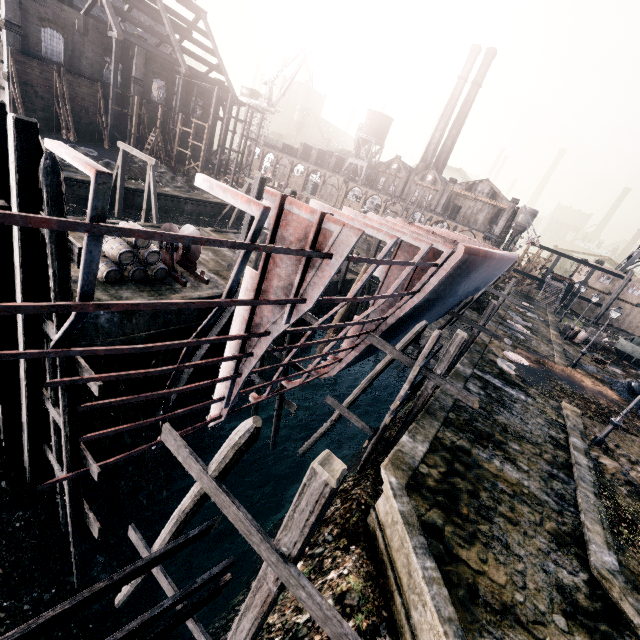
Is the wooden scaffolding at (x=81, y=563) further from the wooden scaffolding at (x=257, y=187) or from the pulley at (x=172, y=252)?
the wooden scaffolding at (x=257, y=187)

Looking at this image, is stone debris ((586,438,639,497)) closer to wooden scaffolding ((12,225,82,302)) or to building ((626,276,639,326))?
wooden scaffolding ((12,225,82,302))

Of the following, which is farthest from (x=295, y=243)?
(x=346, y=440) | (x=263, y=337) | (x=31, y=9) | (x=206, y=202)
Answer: (x=31, y=9)

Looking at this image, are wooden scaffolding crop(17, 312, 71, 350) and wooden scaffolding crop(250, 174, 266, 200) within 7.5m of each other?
no

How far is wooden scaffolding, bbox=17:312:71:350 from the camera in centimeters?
748cm

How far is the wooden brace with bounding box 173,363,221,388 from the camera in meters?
14.9 m

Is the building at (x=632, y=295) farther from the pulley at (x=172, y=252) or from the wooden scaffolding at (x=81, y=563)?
the pulley at (x=172, y=252)

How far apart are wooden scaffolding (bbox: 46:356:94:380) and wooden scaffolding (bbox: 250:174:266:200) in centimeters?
832cm
